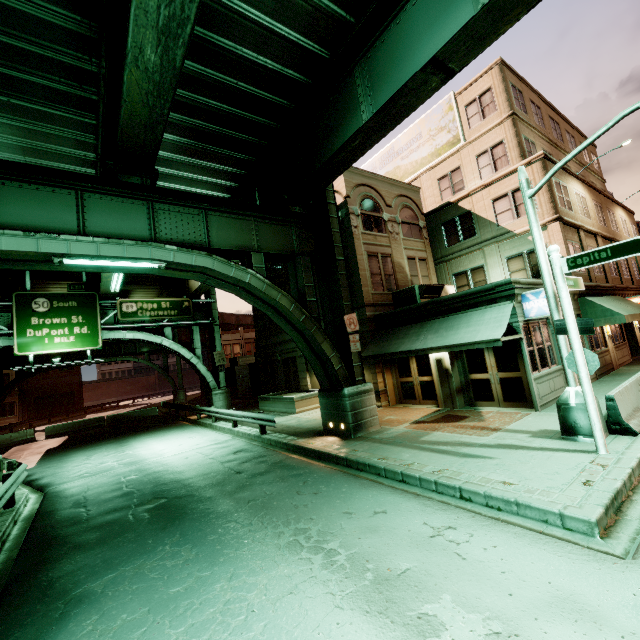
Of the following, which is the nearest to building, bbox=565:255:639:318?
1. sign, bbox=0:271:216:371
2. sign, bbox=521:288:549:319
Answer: sign, bbox=521:288:549:319

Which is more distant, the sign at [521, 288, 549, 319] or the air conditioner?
the air conditioner

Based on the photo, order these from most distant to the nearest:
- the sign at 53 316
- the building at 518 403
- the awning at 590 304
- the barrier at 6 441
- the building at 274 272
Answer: the barrier at 6 441
the building at 274 272
the sign at 53 316
the awning at 590 304
the building at 518 403

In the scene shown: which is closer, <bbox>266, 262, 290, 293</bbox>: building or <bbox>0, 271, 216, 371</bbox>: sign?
<bbox>0, 271, 216, 371</bbox>: sign

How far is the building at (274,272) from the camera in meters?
23.3

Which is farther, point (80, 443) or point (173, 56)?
point (80, 443)

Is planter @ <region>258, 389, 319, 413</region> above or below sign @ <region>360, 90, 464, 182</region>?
below

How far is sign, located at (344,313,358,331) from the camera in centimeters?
1255cm
